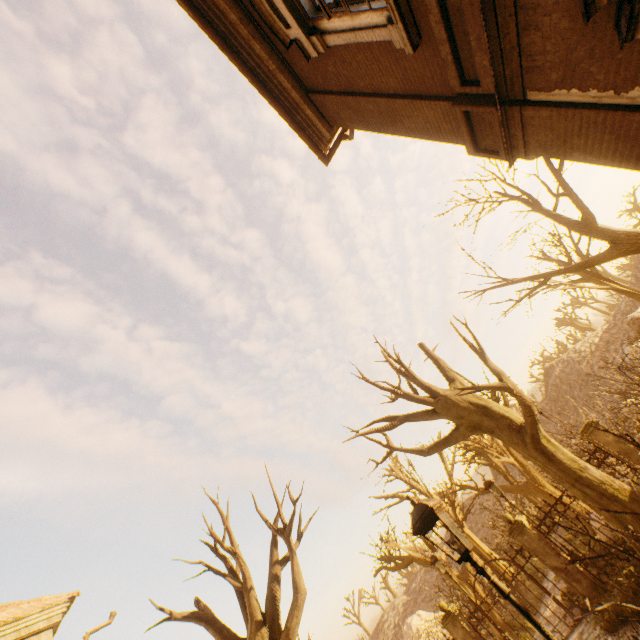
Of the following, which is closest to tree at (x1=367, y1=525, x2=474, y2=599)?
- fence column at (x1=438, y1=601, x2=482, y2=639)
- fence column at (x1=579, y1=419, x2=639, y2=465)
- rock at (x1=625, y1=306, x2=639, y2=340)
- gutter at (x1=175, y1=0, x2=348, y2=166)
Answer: fence column at (x1=438, y1=601, x2=482, y2=639)

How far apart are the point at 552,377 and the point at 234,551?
46.55m

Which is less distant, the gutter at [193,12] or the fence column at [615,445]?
the gutter at [193,12]

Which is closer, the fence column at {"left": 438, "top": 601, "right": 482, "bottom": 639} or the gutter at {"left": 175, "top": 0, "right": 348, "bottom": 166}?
the gutter at {"left": 175, "top": 0, "right": 348, "bottom": 166}

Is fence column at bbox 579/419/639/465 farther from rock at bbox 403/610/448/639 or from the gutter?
rock at bbox 403/610/448/639

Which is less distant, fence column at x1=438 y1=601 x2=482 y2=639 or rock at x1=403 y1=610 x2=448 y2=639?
fence column at x1=438 y1=601 x2=482 y2=639

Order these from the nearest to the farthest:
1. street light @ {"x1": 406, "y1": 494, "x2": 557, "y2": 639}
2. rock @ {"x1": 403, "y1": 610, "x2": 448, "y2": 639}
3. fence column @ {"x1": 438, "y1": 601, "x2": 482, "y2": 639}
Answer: street light @ {"x1": 406, "y1": 494, "x2": 557, "y2": 639}
fence column @ {"x1": 438, "y1": 601, "x2": 482, "y2": 639}
rock @ {"x1": 403, "y1": 610, "x2": 448, "y2": 639}

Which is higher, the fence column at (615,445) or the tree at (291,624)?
the tree at (291,624)
